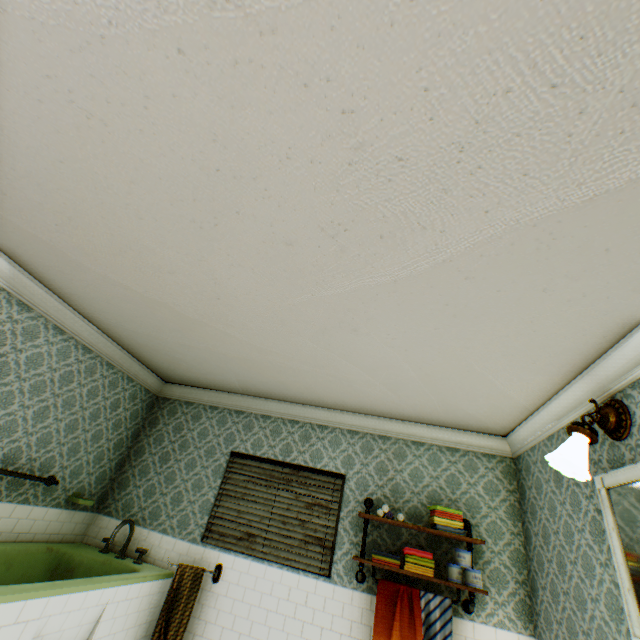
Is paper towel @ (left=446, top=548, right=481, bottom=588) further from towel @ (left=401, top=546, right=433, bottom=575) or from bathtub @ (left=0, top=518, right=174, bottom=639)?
bathtub @ (left=0, top=518, right=174, bottom=639)

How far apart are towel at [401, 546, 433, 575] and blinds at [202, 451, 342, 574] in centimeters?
58cm

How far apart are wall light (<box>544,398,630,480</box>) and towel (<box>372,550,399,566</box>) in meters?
1.9 m

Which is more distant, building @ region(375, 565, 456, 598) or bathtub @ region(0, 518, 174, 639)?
building @ region(375, 565, 456, 598)

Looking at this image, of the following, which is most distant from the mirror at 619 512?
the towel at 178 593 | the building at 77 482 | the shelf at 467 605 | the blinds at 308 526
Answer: the towel at 178 593

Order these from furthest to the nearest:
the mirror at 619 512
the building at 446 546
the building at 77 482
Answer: the building at 446 546
the mirror at 619 512
the building at 77 482

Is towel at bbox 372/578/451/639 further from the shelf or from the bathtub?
the bathtub

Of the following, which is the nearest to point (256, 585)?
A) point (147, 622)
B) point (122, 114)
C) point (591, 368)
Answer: point (147, 622)
